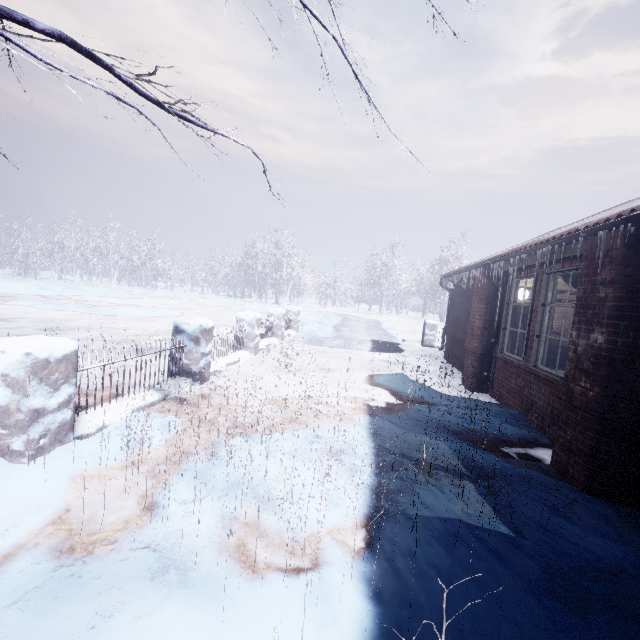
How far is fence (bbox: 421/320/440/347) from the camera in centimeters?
1122cm

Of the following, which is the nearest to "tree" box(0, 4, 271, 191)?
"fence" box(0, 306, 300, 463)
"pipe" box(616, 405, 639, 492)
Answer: "fence" box(0, 306, 300, 463)

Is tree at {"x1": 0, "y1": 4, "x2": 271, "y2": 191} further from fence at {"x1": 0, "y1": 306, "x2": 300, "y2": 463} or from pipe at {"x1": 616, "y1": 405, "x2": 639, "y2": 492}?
pipe at {"x1": 616, "y1": 405, "x2": 639, "y2": 492}

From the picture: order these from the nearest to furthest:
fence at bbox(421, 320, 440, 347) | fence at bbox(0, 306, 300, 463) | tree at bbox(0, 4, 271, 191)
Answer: tree at bbox(0, 4, 271, 191) → fence at bbox(0, 306, 300, 463) → fence at bbox(421, 320, 440, 347)

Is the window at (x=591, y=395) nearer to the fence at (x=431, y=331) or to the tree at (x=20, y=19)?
the tree at (x=20, y=19)

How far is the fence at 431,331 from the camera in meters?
11.2 m

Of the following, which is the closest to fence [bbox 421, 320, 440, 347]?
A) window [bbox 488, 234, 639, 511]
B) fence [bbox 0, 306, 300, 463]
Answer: fence [bbox 0, 306, 300, 463]

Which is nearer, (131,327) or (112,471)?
(112,471)
